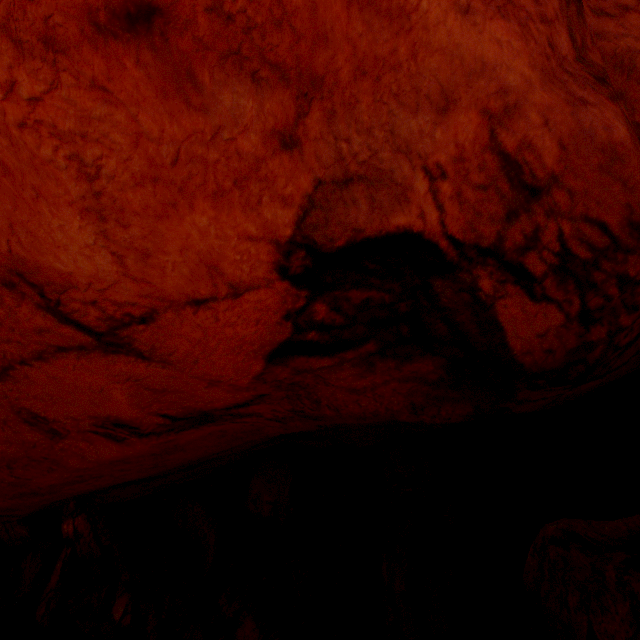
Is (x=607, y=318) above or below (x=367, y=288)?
below
